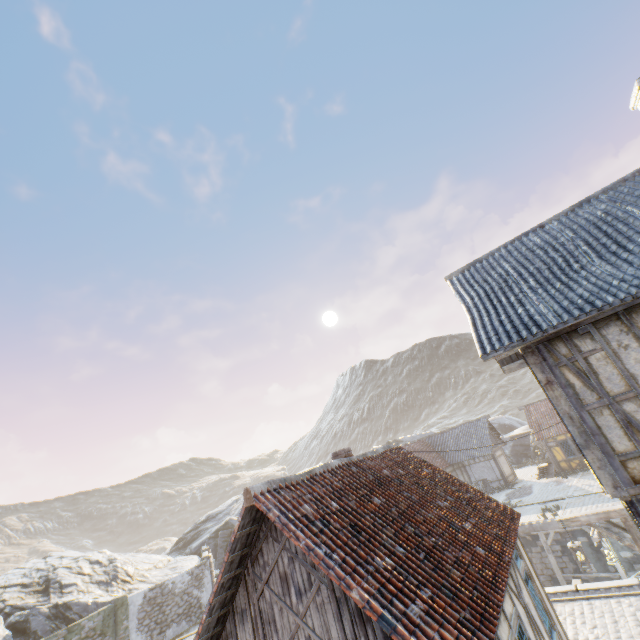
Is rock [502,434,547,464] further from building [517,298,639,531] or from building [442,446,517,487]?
building [517,298,639,531]

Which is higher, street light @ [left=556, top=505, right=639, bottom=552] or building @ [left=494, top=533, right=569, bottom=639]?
street light @ [left=556, top=505, right=639, bottom=552]

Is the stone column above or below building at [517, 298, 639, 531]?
below

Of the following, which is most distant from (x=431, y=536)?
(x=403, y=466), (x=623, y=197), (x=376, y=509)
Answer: (x=623, y=197)

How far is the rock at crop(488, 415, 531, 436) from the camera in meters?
45.4

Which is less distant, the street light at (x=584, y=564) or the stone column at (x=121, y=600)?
the street light at (x=584, y=564)

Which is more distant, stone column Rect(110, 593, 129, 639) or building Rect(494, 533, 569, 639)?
stone column Rect(110, 593, 129, 639)

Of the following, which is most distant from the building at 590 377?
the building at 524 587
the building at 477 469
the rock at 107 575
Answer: the building at 477 469
